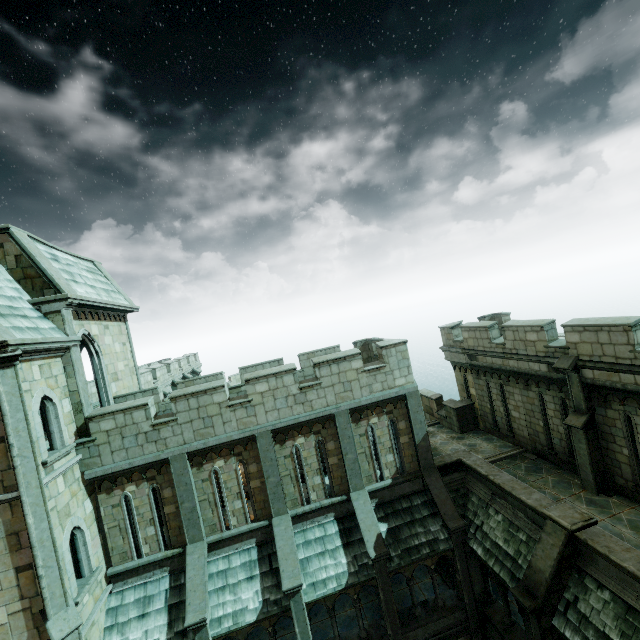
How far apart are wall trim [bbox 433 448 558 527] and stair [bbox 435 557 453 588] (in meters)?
4.79

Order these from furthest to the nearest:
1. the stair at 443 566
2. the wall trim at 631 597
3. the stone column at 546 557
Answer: the stair at 443 566 < the stone column at 546 557 < the wall trim at 631 597

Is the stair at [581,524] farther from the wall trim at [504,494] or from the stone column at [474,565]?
the stone column at [474,565]

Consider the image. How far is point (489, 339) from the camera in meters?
15.3

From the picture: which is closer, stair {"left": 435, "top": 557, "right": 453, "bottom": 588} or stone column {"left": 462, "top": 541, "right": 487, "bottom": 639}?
stone column {"left": 462, "top": 541, "right": 487, "bottom": 639}

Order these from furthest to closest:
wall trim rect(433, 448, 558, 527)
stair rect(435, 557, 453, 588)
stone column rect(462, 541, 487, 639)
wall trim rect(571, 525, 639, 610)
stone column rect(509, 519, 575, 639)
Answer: stair rect(435, 557, 453, 588)
stone column rect(462, 541, 487, 639)
wall trim rect(433, 448, 558, 527)
stone column rect(509, 519, 575, 639)
wall trim rect(571, 525, 639, 610)

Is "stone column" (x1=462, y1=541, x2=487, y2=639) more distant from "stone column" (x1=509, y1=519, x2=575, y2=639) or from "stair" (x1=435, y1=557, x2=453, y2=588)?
"stone column" (x1=509, y1=519, x2=575, y2=639)

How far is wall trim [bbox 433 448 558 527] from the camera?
10.4 meters
